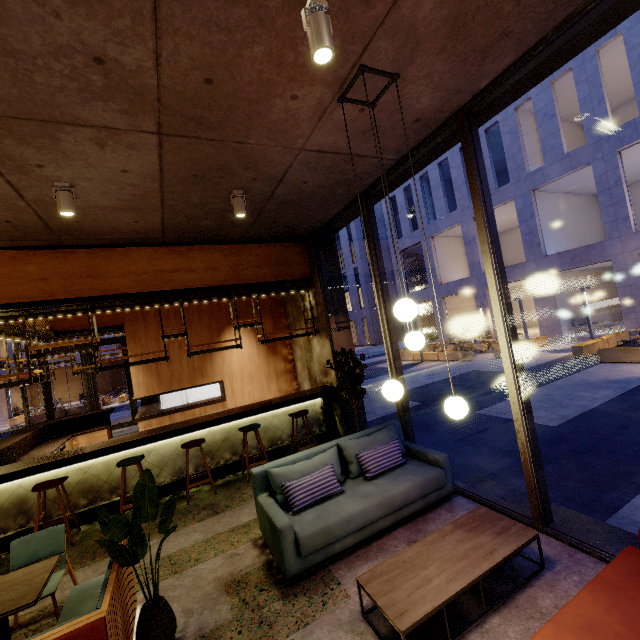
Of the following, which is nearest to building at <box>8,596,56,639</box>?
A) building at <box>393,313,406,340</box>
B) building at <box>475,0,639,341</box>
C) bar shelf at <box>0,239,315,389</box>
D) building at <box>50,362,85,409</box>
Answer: bar shelf at <box>0,239,315,389</box>

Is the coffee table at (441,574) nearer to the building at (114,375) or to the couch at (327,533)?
the couch at (327,533)

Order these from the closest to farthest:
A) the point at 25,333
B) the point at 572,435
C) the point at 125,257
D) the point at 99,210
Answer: the point at 99,210, the point at 25,333, the point at 125,257, the point at 572,435

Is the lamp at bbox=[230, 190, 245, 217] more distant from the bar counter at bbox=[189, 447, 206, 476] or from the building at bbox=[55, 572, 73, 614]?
the bar counter at bbox=[189, 447, 206, 476]

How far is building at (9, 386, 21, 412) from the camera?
26.3m

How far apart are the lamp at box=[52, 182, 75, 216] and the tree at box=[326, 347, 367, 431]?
4.0 meters

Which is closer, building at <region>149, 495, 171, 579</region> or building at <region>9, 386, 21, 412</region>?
building at <region>149, 495, 171, 579</region>

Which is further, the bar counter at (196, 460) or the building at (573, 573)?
the bar counter at (196, 460)
